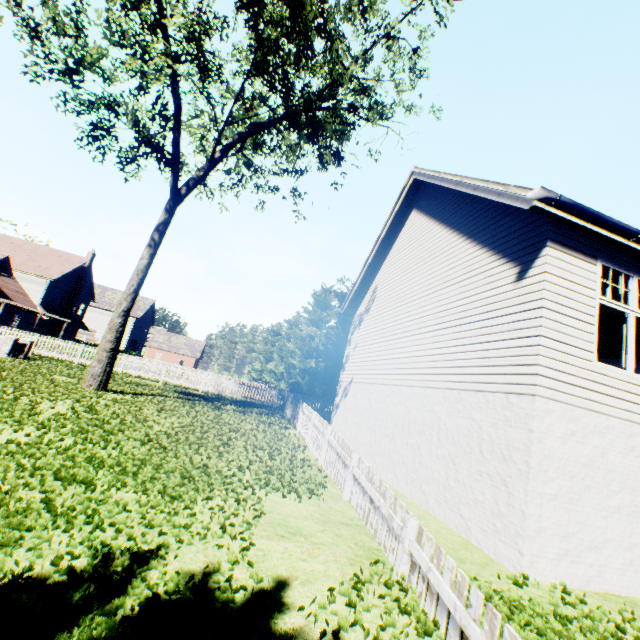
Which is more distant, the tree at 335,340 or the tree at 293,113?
the tree at 335,340

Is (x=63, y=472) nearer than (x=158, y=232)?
Yes

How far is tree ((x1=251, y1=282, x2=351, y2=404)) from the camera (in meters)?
26.78

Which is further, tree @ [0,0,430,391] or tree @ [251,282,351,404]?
tree @ [251,282,351,404]

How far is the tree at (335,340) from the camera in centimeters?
2678cm
